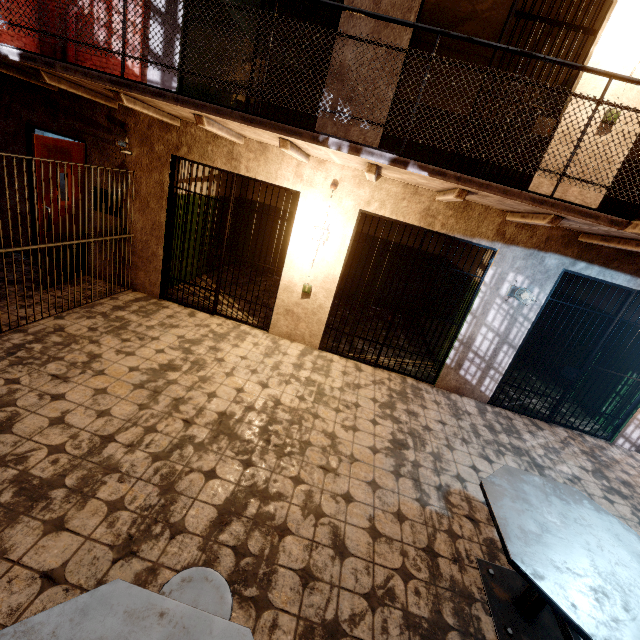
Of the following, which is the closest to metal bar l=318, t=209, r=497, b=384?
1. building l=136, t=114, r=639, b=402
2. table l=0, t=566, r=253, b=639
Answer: building l=136, t=114, r=639, b=402

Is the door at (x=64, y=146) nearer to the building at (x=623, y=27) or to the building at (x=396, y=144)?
the building at (x=623, y=27)

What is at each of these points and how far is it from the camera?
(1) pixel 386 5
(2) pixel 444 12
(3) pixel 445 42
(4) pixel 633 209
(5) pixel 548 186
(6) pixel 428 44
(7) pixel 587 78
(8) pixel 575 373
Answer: (1) building, 3.9 meters
(2) building, 5.8 meters
(3) building, 6.7 meters
(4) building, 6.5 meters
(5) building, 4.2 meters
(6) building, 6.8 meters
(7) building, 3.8 meters
(8) metal bar, 5.0 meters

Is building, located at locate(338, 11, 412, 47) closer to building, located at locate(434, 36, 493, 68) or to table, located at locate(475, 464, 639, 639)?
building, located at locate(434, 36, 493, 68)

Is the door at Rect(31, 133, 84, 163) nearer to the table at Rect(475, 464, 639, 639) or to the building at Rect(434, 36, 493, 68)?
the building at Rect(434, 36, 493, 68)

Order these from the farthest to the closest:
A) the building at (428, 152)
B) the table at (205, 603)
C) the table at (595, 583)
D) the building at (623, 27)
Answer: the building at (428, 152), the building at (623, 27), the table at (595, 583), the table at (205, 603)

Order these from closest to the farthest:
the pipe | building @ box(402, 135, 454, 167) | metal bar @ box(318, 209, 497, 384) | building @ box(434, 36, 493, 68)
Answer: metal bar @ box(318, 209, 497, 384) < building @ box(434, 36, 493, 68) < building @ box(402, 135, 454, 167) < the pipe

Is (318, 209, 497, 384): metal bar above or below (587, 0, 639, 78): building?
below
